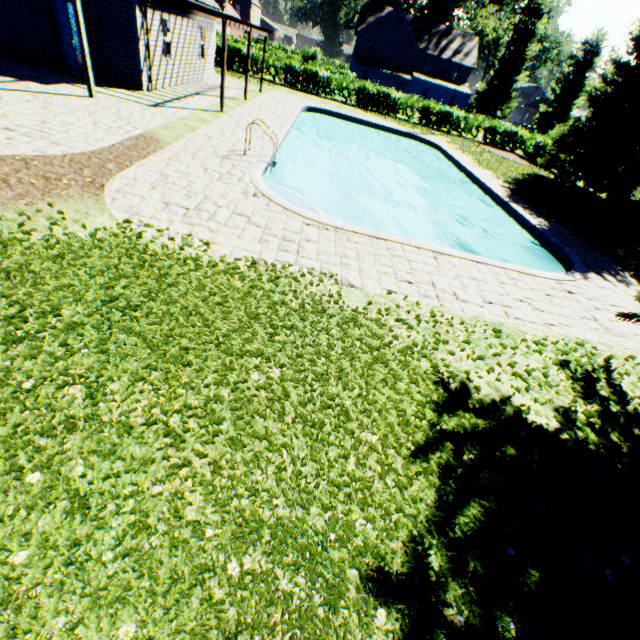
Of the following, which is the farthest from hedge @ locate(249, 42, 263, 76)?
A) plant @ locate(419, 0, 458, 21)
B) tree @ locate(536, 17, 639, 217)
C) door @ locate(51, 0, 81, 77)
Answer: door @ locate(51, 0, 81, 77)

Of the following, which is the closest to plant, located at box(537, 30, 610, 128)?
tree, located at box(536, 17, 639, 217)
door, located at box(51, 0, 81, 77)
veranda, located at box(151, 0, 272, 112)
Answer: tree, located at box(536, 17, 639, 217)

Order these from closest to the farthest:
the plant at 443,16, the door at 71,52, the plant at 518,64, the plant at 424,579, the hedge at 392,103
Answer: the plant at 424,579
the door at 71,52
the hedge at 392,103
the plant at 518,64
the plant at 443,16

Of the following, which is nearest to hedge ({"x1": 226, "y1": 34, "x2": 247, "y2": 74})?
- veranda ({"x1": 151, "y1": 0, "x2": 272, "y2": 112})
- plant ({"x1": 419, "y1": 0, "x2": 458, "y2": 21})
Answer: plant ({"x1": 419, "y1": 0, "x2": 458, "y2": 21})

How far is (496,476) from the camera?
3.3m

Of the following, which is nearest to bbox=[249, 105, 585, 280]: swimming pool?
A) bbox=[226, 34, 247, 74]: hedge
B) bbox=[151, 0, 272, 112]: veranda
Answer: bbox=[151, 0, 272, 112]: veranda

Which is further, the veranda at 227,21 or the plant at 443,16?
the plant at 443,16

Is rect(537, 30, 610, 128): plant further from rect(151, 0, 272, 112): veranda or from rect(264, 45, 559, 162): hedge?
rect(151, 0, 272, 112): veranda
